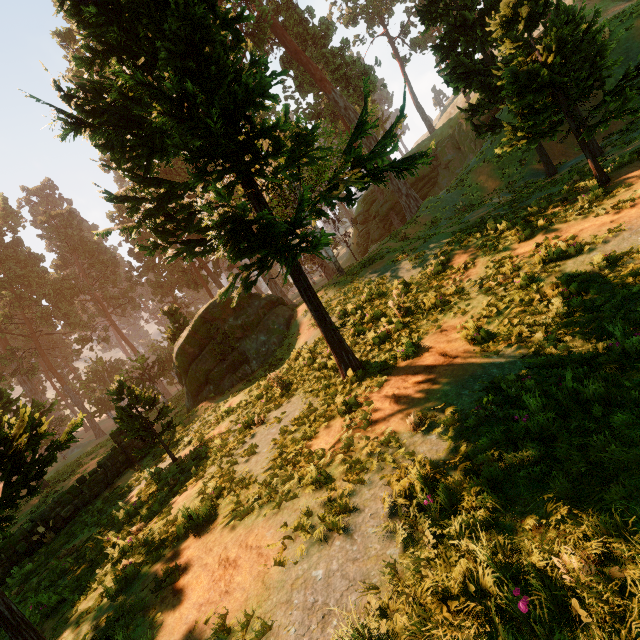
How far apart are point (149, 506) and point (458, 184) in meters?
28.7

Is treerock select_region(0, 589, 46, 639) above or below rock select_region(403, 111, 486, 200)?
below

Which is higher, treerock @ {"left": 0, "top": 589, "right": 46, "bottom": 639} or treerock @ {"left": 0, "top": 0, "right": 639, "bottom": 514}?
treerock @ {"left": 0, "top": 0, "right": 639, "bottom": 514}

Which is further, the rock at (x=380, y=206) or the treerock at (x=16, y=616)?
the rock at (x=380, y=206)

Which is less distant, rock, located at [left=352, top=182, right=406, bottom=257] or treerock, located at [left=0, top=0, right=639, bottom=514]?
treerock, located at [left=0, top=0, right=639, bottom=514]

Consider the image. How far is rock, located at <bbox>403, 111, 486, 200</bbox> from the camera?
34.6m

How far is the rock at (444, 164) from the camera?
34.6 meters
